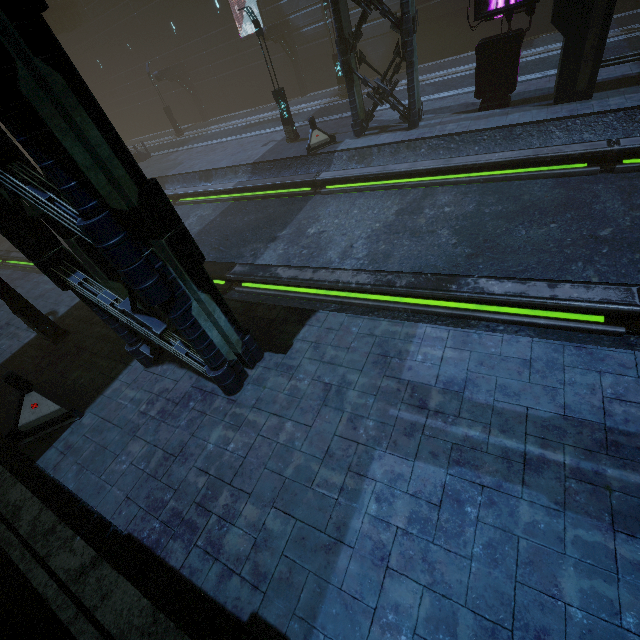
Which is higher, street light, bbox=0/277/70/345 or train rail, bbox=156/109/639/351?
Result: street light, bbox=0/277/70/345

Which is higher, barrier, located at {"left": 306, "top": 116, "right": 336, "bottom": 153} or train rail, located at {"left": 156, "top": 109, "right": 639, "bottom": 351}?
barrier, located at {"left": 306, "top": 116, "right": 336, "bottom": 153}

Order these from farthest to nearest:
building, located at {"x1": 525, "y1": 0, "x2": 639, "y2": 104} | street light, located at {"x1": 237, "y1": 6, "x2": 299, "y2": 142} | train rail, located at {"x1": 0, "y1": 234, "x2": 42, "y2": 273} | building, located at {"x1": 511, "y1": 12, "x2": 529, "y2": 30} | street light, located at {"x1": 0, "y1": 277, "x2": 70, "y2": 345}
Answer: building, located at {"x1": 511, "y1": 12, "x2": 529, "y2": 30} < train rail, located at {"x1": 0, "y1": 234, "x2": 42, "y2": 273} < street light, located at {"x1": 237, "y1": 6, "x2": 299, "y2": 142} < building, located at {"x1": 525, "y1": 0, "x2": 639, "y2": 104} < street light, located at {"x1": 0, "y1": 277, "x2": 70, "y2": 345}

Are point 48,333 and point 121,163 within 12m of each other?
yes

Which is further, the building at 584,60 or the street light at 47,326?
the building at 584,60

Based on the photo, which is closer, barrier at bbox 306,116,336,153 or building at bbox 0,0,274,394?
building at bbox 0,0,274,394

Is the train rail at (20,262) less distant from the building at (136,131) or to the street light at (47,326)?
the building at (136,131)

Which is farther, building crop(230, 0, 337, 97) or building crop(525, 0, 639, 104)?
building crop(230, 0, 337, 97)
